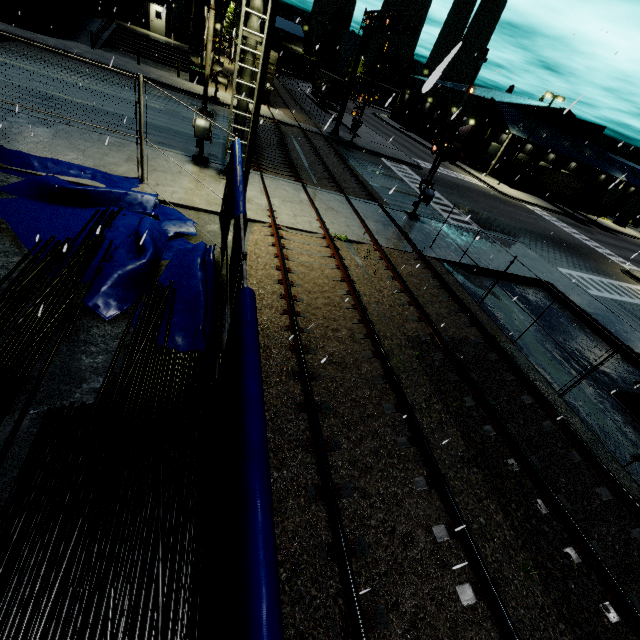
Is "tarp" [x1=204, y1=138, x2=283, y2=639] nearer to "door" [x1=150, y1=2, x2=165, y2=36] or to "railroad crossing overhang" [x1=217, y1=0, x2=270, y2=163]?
"railroad crossing overhang" [x1=217, y1=0, x2=270, y2=163]

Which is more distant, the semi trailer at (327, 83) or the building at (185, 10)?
the semi trailer at (327, 83)

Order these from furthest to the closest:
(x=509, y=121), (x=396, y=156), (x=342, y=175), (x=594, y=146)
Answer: (x=594, y=146), (x=509, y=121), (x=396, y=156), (x=342, y=175)

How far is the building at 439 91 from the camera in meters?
49.8 m

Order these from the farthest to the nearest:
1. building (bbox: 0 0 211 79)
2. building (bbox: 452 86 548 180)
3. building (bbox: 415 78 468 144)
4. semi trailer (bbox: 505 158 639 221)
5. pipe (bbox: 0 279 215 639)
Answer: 1. building (bbox: 415 78 468 144)
2. building (bbox: 452 86 548 180)
3. semi trailer (bbox: 505 158 639 221)
4. building (bbox: 0 0 211 79)
5. pipe (bbox: 0 279 215 639)

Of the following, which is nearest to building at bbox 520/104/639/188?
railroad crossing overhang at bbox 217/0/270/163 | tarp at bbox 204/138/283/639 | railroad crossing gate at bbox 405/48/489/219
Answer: tarp at bbox 204/138/283/639

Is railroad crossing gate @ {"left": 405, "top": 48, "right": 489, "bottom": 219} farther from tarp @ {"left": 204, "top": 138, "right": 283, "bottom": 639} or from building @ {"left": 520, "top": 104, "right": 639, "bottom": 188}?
building @ {"left": 520, "top": 104, "right": 639, "bottom": 188}

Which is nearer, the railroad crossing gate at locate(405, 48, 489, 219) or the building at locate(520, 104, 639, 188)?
the railroad crossing gate at locate(405, 48, 489, 219)
